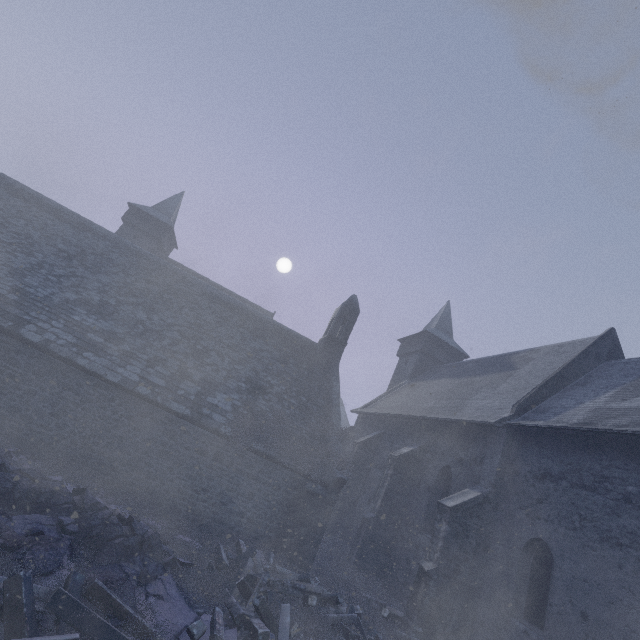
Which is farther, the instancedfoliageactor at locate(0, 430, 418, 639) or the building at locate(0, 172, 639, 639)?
the building at locate(0, 172, 639, 639)

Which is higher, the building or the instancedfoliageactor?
the building

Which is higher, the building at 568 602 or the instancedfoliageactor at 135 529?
the building at 568 602

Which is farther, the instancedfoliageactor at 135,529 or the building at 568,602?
the building at 568,602

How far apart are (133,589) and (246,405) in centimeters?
709cm
